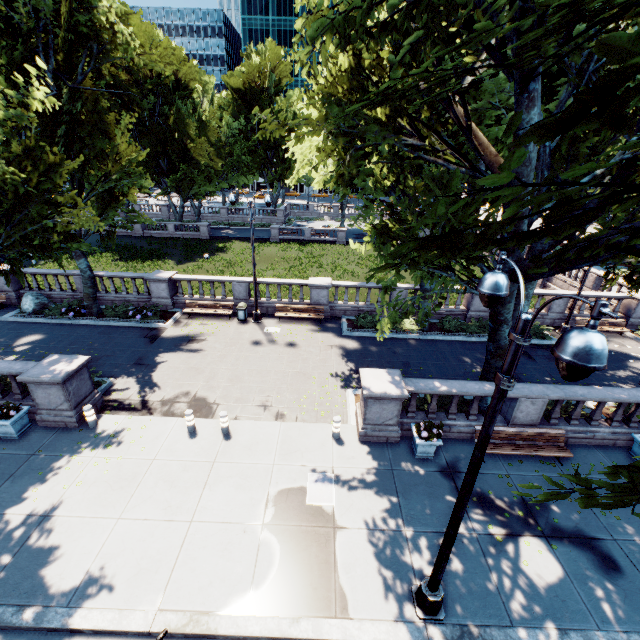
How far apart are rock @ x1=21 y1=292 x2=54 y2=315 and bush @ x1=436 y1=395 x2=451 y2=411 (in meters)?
20.79

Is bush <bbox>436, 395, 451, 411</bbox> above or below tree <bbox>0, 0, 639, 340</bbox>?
below

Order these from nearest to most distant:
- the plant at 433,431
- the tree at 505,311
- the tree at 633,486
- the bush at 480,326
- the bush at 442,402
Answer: the tree at 633,486
the tree at 505,311
the plant at 433,431
the bush at 442,402
the bush at 480,326

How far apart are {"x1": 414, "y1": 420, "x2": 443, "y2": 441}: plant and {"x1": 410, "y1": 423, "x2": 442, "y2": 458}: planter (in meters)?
0.03

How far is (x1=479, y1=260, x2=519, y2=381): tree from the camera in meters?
8.7 m

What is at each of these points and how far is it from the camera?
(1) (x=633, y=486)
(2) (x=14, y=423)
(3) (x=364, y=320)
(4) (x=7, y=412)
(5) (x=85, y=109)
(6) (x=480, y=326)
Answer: (1) tree, 2.2 meters
(2) planter, 10.5 meters
(3) bush, 19.4 meters
(4) plant, 10.4 meters
(5) tree, 19.2 meters
(6) bush, 19.4 meters

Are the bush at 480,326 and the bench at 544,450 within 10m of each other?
yes

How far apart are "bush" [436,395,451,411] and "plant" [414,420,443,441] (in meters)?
1.45
